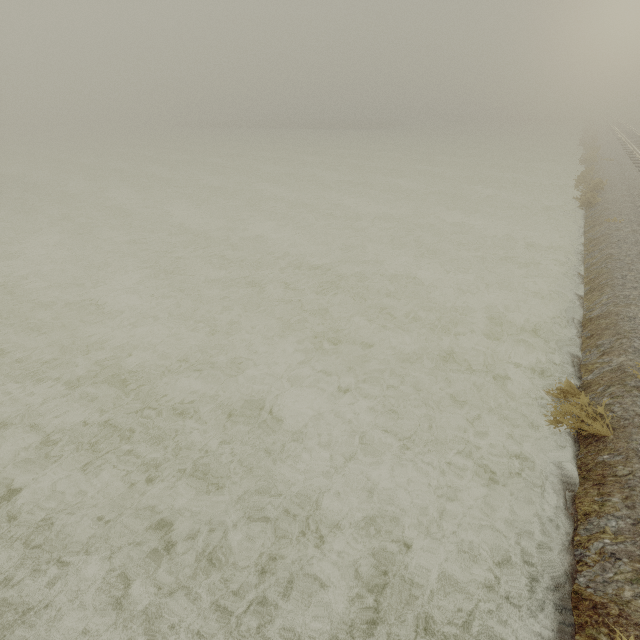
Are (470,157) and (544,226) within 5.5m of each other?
no
